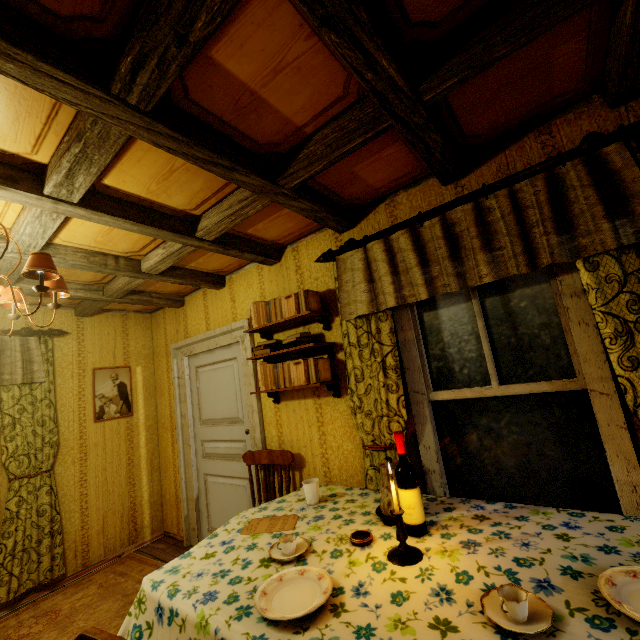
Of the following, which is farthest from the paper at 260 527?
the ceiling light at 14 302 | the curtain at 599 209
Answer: the ceiling light at 14 302

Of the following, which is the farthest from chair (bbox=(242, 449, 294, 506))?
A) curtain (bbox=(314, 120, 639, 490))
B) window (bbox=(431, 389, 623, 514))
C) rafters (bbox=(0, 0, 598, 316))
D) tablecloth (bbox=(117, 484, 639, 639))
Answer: rafters (bbox=(0, 0, 598, 316))

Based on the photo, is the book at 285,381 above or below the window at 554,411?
above

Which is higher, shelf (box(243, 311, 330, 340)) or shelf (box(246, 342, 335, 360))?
shelf (box(243, 311, 330, 340))

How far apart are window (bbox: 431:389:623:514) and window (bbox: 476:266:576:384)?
0.09m

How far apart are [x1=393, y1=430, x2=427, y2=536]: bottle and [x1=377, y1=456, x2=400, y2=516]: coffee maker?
0.1m

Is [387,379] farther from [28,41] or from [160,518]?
[160,518]

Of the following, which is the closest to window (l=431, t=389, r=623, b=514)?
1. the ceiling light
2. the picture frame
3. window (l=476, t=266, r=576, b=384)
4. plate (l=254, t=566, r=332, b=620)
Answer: window (l=476, t=266, r=576, b=384)
